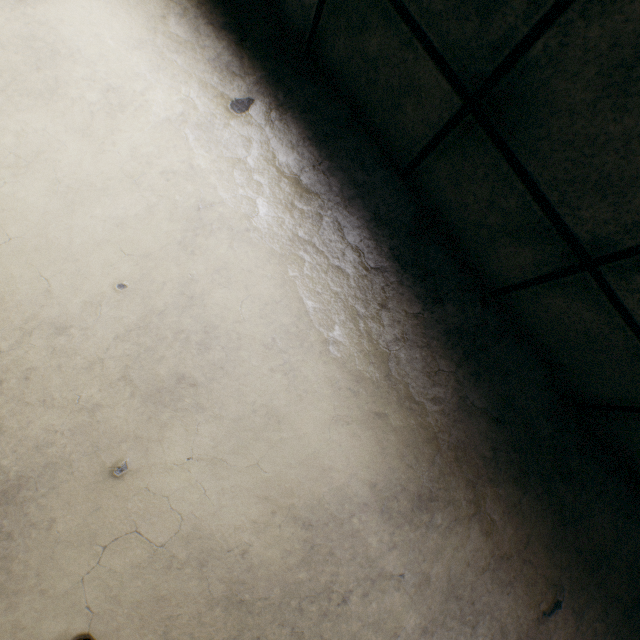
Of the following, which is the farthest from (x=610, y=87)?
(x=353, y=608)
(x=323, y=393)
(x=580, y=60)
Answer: (x=353, y=608)
